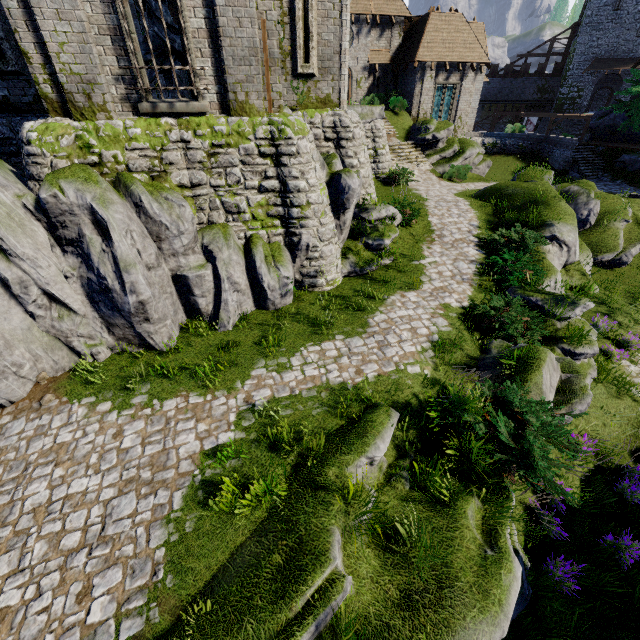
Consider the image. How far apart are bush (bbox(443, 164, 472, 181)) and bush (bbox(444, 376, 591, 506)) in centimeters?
1923cm

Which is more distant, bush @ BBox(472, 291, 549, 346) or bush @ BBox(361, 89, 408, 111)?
bush @ BBox(361, 89, 408, 111)

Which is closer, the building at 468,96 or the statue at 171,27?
the statue at 171,27

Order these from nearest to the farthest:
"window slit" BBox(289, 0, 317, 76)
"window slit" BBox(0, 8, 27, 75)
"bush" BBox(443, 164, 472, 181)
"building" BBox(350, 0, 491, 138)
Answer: "window slit" BBox(0, 8, 27, 75), "window slit" BBox(289, 0, 317, 76), "bush" BBox(443, 164, 472, 181), "building" BBox(350, 0, 491, 138)

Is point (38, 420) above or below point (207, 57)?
below

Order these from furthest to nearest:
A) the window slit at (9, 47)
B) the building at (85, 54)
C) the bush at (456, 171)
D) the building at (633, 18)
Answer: the building at (633, 18)
the bush at (456, 171)
the window slit at (9, 47)
the building at (85, 54)

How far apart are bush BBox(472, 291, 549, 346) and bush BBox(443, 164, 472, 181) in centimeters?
1511cm

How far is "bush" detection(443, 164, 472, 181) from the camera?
22.4 meters
